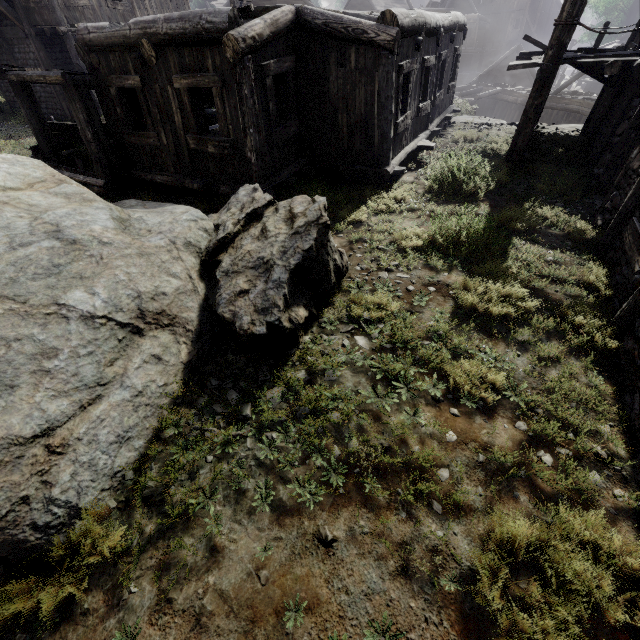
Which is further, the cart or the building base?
the building base

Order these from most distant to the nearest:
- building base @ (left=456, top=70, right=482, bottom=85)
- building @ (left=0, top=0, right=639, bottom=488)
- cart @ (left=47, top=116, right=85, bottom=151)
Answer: building base @ (left=456, top=70, right=482, bottom=85) → cart @ (left=47, top=116, right=85, bottom=151) → building @ (left=0, top=0, right=639, bottom=488)

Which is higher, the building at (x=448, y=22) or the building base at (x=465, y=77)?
the building at (x=448, y=22)

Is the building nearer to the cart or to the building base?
the cart

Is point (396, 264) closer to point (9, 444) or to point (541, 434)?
point (541, 434)

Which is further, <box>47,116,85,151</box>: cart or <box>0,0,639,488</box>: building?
<box>47,116,85,151</box>: cart

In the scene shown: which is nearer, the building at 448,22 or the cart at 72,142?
the building at 448,22
